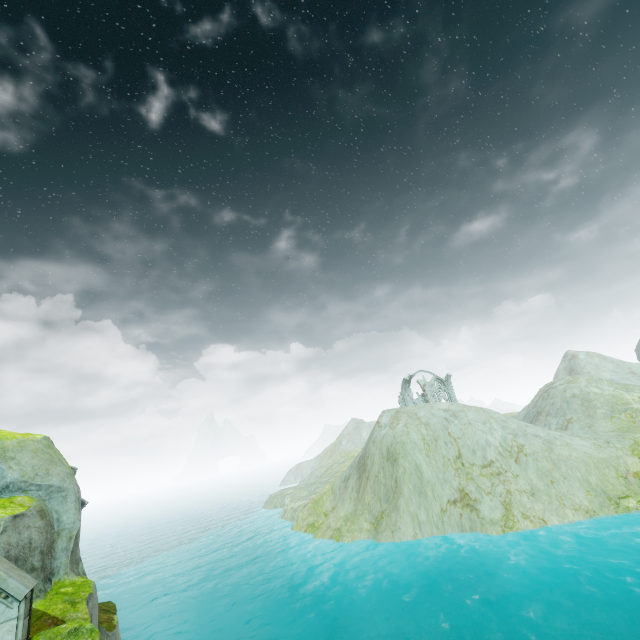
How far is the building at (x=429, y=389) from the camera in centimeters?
5262cm

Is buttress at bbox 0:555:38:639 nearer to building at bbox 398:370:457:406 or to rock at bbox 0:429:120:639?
rock at bbox 0:429:120:639

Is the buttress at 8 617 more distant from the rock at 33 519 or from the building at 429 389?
the building at 429 389

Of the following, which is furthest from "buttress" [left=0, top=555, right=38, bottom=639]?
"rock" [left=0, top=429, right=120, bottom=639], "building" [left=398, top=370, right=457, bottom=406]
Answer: "building" [left=398, top=370, right=457, bottom=406]

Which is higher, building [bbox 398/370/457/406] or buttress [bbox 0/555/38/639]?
building [bbox 398/370/457/406]

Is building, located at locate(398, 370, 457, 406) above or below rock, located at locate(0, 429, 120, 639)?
above

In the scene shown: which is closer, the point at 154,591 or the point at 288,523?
the point at 154,591
